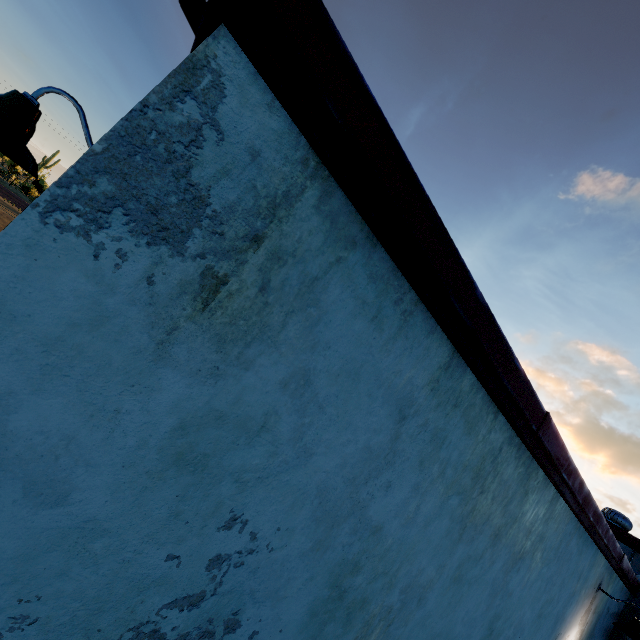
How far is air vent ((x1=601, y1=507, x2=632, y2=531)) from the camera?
8.0m

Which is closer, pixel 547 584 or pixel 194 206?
pixel 194 206

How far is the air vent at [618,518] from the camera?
8.0m

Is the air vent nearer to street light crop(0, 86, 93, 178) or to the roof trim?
the roof trim

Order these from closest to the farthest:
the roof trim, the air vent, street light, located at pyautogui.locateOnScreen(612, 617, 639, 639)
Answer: the roof trim → street light, located at pyautogui.locateOnScreen(612, 617, 639, 639) → the air vent

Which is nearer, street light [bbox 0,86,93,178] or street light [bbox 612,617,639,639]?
street light [bbox 0,86,93,178]

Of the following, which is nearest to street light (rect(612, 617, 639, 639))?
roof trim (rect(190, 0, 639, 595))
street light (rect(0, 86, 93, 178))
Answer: roof trim (rect(190, 0, 639, 595))

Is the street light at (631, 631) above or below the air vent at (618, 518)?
below
